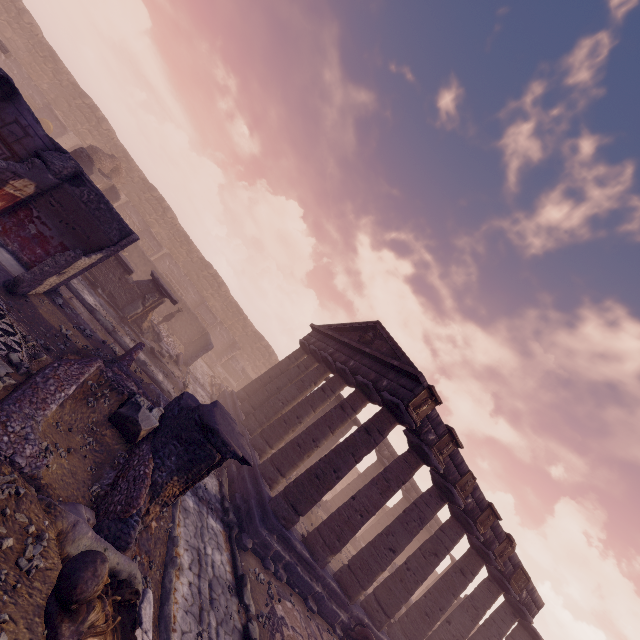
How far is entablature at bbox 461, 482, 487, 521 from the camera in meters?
12.9 m

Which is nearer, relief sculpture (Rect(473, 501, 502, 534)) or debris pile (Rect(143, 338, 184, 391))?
relief sculpture (Rect(473, 501, 502, 534))

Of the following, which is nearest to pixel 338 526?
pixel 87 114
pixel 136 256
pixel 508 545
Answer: pixel 508 545

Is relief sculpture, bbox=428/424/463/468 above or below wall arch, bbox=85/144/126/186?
above

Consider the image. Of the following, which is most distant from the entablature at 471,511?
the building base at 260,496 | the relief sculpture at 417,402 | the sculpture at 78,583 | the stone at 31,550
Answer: the stone at 31,550

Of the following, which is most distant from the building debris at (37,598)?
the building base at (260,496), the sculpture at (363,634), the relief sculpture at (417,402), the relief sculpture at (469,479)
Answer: the relief sculpture at (469,479)

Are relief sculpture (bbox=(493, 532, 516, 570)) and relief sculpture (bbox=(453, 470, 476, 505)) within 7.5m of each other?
yes

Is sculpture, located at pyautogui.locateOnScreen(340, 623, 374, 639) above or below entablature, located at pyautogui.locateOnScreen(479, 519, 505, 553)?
below
